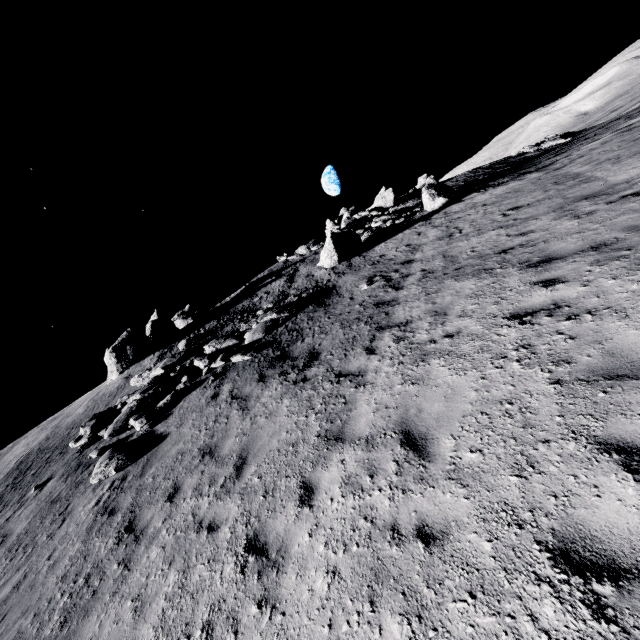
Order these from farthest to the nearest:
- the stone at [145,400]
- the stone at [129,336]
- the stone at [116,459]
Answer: the stone at [129,336], the stone at [145,400], the stone at [116,459]

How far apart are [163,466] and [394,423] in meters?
7.0 m

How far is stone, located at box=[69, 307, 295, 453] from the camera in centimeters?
1254cm

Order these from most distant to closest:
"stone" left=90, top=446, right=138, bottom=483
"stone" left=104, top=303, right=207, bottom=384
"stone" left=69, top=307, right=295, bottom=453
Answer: "stone" left=104, top=303, right=207, bottom=384
"stone" left=69, top=307, right=295, bottom=453
"stone" left=90, top=446, right=138, bottom=483

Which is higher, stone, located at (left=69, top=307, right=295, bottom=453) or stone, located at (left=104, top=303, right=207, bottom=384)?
stone, located at (left=104, top=303, right=207, bottom=384)

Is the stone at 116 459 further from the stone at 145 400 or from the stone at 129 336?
the stone at 129 336

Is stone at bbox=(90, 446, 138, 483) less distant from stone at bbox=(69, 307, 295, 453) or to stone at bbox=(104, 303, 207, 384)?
stone at bbox=(69, 307, 295, 453)

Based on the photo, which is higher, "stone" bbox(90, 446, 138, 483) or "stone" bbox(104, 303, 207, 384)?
"stone" bbox(104, 303, 207, 384)
